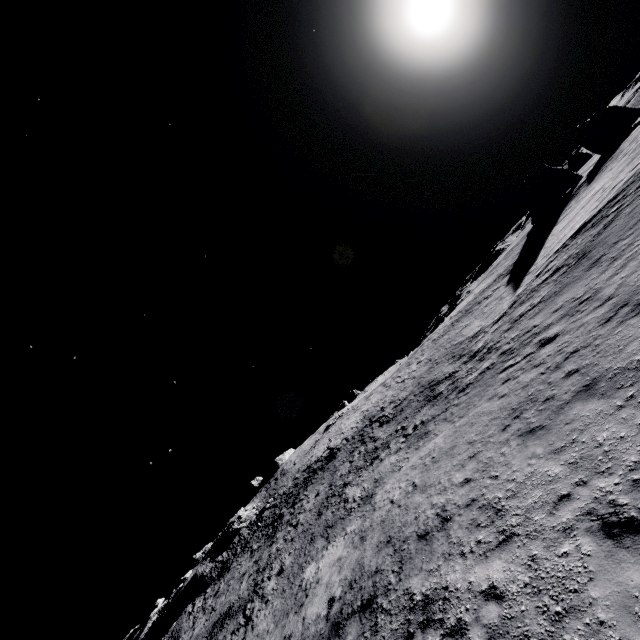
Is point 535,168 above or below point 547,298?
above

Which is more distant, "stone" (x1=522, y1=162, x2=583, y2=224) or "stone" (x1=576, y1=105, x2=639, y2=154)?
"stone" (x1=576, y1=105, x2=639, y2=154)

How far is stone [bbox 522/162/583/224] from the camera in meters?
42.5

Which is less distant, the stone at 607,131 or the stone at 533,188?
the stone at 533,188

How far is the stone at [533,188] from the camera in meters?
42.5
